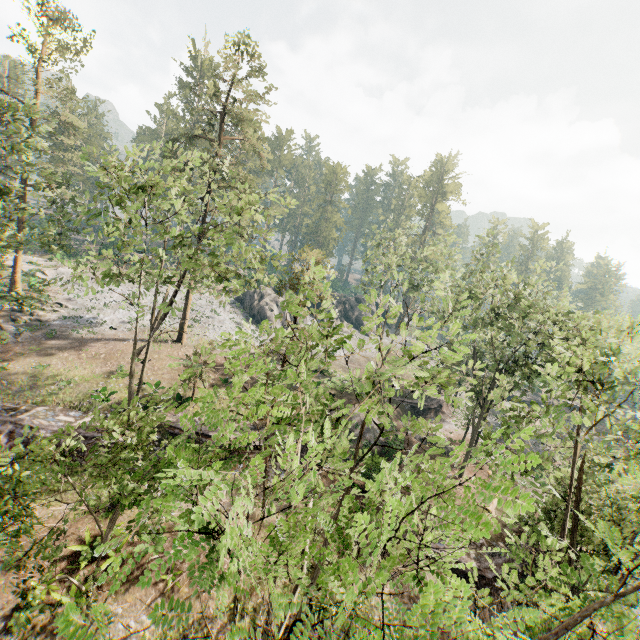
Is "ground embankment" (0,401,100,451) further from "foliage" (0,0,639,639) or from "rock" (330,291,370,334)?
"rock" (330,291,370,334)

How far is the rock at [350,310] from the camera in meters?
54.8

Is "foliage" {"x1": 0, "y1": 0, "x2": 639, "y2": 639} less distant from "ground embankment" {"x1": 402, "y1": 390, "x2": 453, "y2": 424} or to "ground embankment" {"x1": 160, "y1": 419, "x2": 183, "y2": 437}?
"ground embankment" {"x1": 402, "y1": 390, "x2": 453, "y2": 424}

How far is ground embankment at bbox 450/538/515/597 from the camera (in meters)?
20.25

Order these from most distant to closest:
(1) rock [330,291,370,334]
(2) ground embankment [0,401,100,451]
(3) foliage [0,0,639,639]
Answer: (1) rock [330,291,370,334], (2) ground embankment [0,401,100,451], (3) foliage [0,0,639,639]

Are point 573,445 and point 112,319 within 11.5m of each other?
no

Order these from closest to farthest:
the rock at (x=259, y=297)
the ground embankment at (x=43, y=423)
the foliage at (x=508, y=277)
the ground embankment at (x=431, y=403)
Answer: the foliage at (x=508, y=277) < the ground embankment at (x=43, y=423) < the ground embankment at (x=431, y=403) < the rock at (x=259, y=297)

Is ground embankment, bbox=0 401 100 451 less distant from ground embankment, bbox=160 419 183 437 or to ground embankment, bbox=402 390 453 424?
ground embankment, bbox=160 419 183 437
